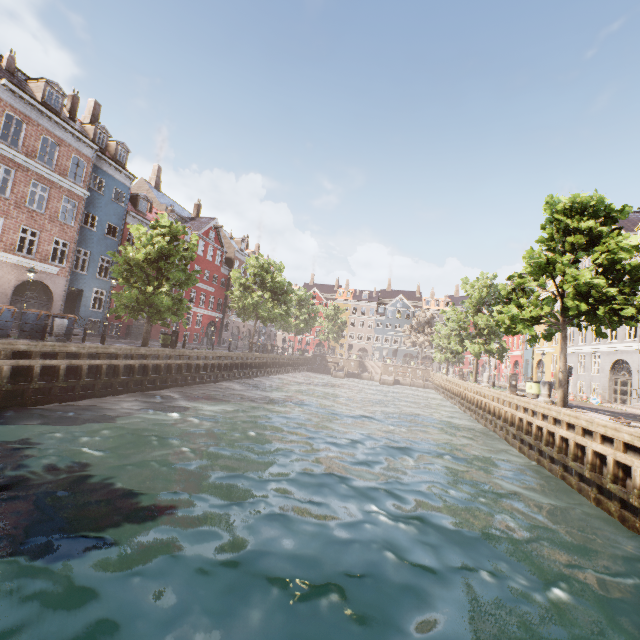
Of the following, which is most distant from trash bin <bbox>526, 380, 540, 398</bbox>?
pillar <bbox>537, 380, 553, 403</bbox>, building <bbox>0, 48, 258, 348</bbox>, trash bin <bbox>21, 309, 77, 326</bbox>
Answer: building <bbox>0, 48, 258, 348</bbox>

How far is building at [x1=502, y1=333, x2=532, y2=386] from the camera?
39.5m

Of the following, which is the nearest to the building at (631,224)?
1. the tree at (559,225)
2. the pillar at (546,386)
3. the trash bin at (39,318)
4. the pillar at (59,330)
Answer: the tree at (559,225)

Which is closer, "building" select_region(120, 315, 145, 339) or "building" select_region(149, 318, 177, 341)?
"building" select_region(120, 315, 145, 339)

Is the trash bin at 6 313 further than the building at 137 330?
No

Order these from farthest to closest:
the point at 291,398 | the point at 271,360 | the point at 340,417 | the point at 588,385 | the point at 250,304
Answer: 1. the point at 271,360
2. the point at 250,304
3. the point at 588,385
4. the point at 291,398
5. the point at 340,417

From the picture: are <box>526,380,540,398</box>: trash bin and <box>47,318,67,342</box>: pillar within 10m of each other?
no

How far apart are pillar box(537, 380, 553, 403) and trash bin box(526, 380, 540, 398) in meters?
2.4
